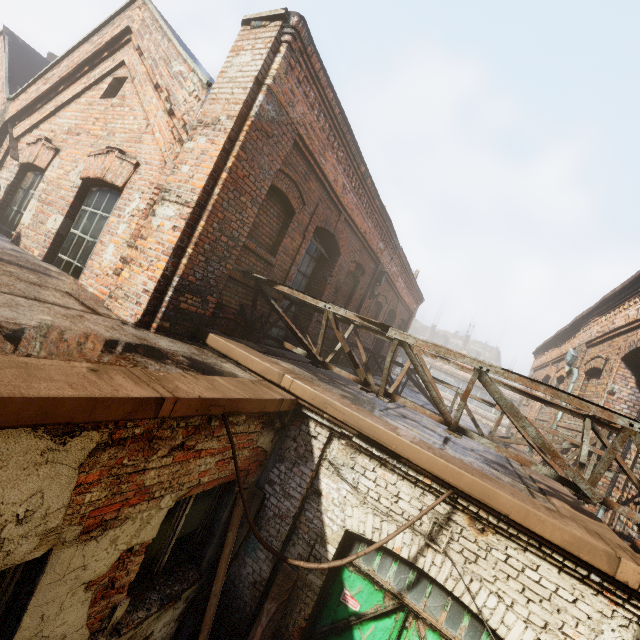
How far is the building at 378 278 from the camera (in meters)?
10.16

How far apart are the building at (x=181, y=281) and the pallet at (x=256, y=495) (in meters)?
2.24

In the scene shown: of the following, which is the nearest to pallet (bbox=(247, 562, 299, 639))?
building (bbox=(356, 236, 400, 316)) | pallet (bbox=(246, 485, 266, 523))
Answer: pallet (bbox=(246, 485, 266, 523))

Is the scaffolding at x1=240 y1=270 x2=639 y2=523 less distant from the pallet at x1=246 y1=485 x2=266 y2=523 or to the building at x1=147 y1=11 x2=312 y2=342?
the building at x1=147 y1=11 x2=312 y2=342

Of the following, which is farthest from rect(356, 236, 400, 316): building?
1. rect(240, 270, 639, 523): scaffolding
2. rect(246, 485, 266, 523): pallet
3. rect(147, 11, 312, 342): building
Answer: rect(246, 485, 266, 523): pallet

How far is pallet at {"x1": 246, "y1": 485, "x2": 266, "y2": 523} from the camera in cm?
405

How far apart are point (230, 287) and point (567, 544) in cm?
503

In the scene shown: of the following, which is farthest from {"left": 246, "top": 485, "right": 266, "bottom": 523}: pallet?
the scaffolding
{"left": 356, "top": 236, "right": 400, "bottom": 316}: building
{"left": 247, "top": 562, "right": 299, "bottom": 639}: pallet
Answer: {"left": 356, "top": 236, "right": 400, "bottom": 316}: building
